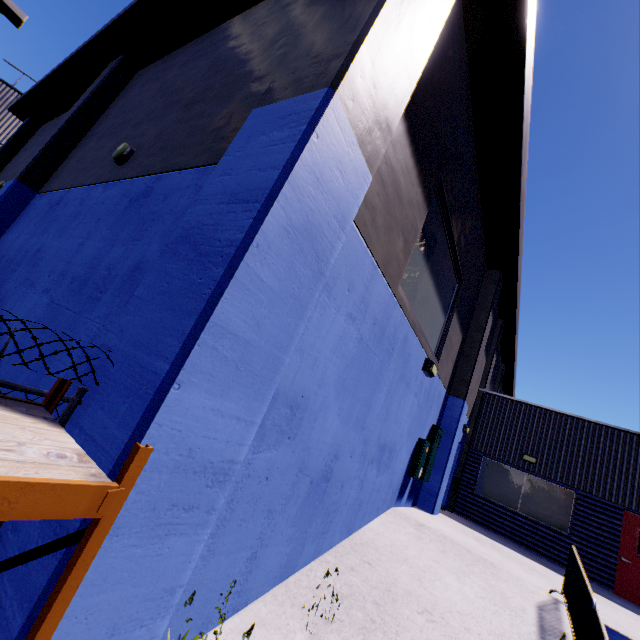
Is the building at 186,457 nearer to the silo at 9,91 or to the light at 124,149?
the light at 124,149

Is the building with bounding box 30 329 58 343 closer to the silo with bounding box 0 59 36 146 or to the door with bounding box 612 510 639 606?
the door with bounding box 612 510 639 606

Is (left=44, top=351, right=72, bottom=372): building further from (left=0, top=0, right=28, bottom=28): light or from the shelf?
(left=0, top=0, right=28, bottom=28): light

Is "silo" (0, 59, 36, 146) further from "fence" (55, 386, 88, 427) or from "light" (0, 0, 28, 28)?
"fence" (55, 386, 88, 427)

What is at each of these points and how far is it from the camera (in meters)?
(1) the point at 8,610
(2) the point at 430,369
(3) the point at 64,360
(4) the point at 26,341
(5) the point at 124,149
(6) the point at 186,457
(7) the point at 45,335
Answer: (1) building, 1.63
(2) light, 6.54
(3) building, 3.64
(4) building, 4.41
(5) light, 6.02
(6) building, 2.07
(7) building, 4.20

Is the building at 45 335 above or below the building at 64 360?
above

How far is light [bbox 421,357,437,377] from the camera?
6.6m

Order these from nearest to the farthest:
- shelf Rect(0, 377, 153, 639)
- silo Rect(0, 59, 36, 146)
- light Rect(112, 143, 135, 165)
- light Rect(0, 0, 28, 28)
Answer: shelf Rect(0, 377, 153, 639) → light Rect(112, 143, 135, 165) → light Rect(0, 0, 28, 28) → silo Rect(0, 59, 36, 146)
